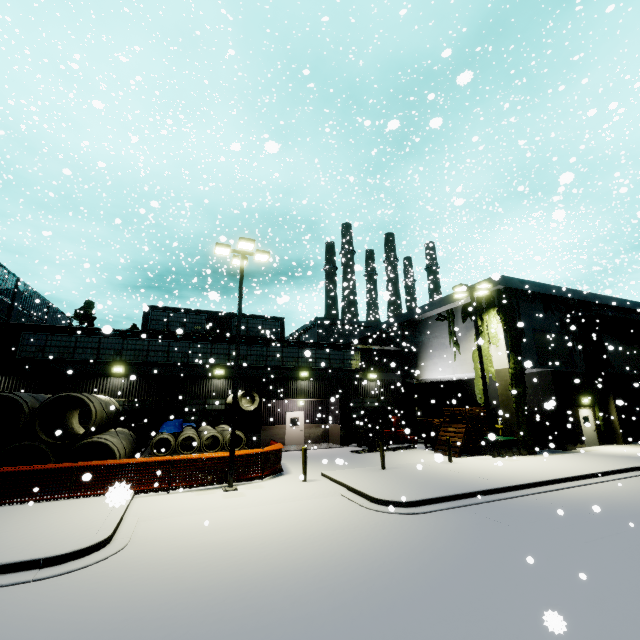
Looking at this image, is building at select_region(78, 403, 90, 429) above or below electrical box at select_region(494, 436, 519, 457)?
above

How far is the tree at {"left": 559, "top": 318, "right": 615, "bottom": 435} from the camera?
22.08m

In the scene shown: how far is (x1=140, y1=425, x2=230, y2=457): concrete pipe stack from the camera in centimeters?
1479cm

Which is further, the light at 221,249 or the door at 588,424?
the door at 588,424

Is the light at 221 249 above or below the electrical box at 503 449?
→ above

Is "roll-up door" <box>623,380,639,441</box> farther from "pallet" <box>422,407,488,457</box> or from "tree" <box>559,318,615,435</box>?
"pallet" <box>422,407,488,457</box>

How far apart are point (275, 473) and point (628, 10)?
27.9m

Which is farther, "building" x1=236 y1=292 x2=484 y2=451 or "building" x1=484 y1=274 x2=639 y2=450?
"building" x1=236 y1=292 x2=484 y2=451
